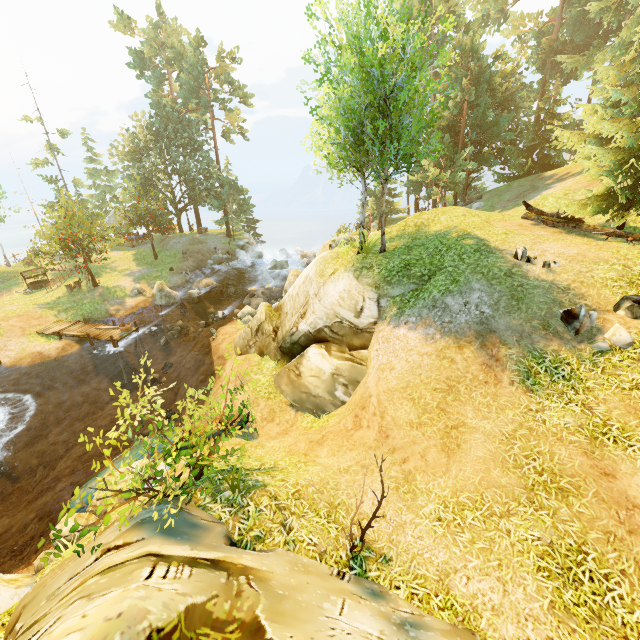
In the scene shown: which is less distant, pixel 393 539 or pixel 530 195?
pixel 393 539

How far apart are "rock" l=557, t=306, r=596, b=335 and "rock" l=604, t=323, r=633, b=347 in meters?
0.3

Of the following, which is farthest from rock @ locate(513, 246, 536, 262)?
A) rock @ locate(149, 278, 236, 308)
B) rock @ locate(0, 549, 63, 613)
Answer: rock @ locate(149, 278, 236, 308)

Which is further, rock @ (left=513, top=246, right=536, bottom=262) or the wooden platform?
the wooden platform

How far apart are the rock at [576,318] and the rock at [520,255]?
2.5m

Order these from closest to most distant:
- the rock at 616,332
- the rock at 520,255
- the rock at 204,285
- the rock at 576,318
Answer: the rock at 616,332
the rock at 576,318
the rock at 520,255
the rock at 204,285

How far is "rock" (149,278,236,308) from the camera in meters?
26.5 m

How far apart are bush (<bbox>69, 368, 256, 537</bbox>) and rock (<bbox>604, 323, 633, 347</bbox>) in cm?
896
